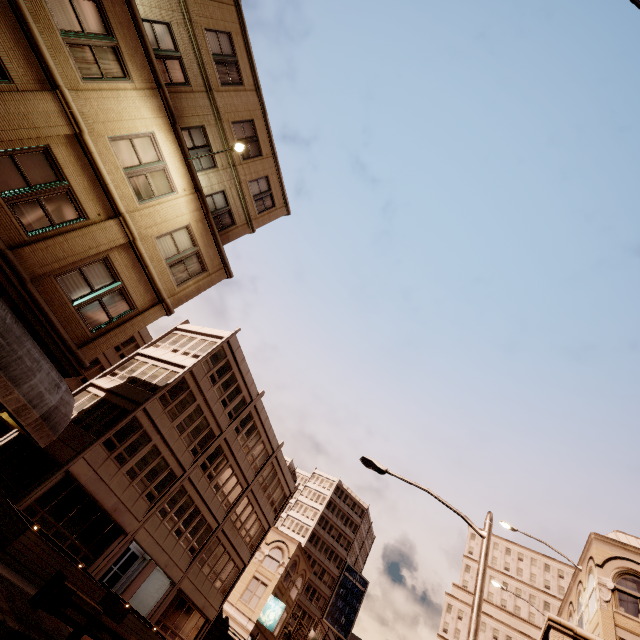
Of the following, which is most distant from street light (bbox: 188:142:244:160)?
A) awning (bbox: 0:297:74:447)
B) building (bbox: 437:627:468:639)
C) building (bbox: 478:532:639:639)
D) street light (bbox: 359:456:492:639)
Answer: building (bbox: 437:627:468:639)

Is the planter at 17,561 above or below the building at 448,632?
below

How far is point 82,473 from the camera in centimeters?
1730cm

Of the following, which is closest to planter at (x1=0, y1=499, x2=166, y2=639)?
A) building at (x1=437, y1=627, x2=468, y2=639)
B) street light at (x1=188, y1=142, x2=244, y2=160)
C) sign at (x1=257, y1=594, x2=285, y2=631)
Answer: street light at (x1=188, y1=142, x2=244, y2=160)

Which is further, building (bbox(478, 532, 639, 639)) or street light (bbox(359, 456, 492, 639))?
building (bbox(478, 532, 639, 639))

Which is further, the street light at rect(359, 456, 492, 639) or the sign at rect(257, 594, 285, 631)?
the sign at rect(257, 594, 285, 631)

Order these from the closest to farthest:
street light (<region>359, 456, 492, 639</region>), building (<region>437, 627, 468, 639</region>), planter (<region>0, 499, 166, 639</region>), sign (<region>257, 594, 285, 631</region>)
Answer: street light (<region>359, 456, 492, 639</region>)
planter (<region>0, 499, 166, 639</region>)
sign (<region>257, 594, 285, 631</region>)
building (<region>437, 627, 468, 639</region>)

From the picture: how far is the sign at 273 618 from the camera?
31.5m
